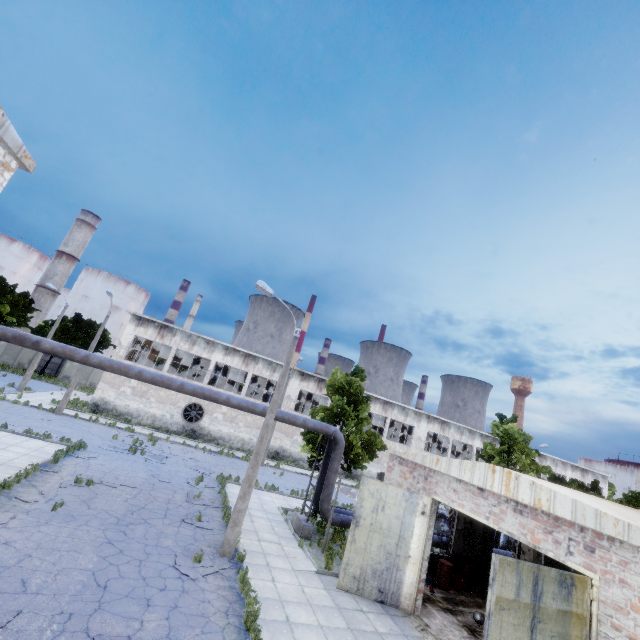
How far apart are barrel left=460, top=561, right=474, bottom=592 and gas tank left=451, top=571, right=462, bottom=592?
0.3 meters

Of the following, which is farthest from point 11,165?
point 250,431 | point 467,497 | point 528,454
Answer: point 528,454

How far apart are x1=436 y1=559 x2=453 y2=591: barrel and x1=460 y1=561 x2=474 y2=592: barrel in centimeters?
92cm

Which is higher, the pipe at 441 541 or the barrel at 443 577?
the pipe at 441 541

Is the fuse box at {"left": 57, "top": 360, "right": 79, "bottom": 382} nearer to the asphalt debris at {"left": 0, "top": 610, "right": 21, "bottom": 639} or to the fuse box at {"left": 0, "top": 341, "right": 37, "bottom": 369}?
the fuse box at {"left": 0, "top": 341, "right": 37, "bottom": 369}

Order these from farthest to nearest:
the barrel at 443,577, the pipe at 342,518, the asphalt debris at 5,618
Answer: the pipe at 342,518 < the barrel at 443,577 < the asphalt debris at 5,618

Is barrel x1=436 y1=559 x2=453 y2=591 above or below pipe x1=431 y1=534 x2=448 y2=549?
below

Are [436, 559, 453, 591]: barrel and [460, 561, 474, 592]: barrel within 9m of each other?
yes
